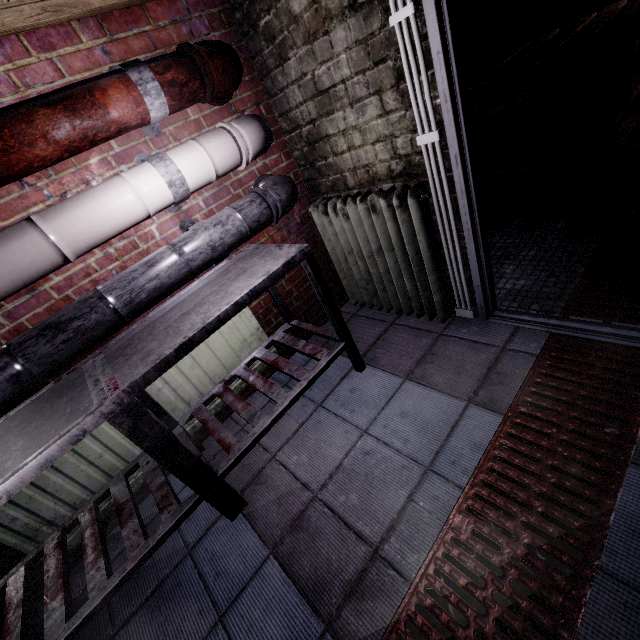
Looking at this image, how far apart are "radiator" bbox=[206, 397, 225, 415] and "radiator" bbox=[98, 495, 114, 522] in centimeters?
13cm

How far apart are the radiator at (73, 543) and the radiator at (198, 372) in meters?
0.1

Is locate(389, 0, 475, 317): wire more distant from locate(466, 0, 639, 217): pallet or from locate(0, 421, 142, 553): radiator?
locate(0, 421, 142, 553): radiator

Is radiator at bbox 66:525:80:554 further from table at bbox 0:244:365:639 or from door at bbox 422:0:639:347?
door at bbox 422:0:639:347

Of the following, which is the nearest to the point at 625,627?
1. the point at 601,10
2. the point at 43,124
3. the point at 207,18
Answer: the point at 43,124

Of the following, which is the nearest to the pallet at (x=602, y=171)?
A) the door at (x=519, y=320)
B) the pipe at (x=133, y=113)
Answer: the door at (x=519, y=320)

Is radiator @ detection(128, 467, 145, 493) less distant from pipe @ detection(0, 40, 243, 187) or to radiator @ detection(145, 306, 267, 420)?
radiator @ detection(145, 306, 267, 420)
